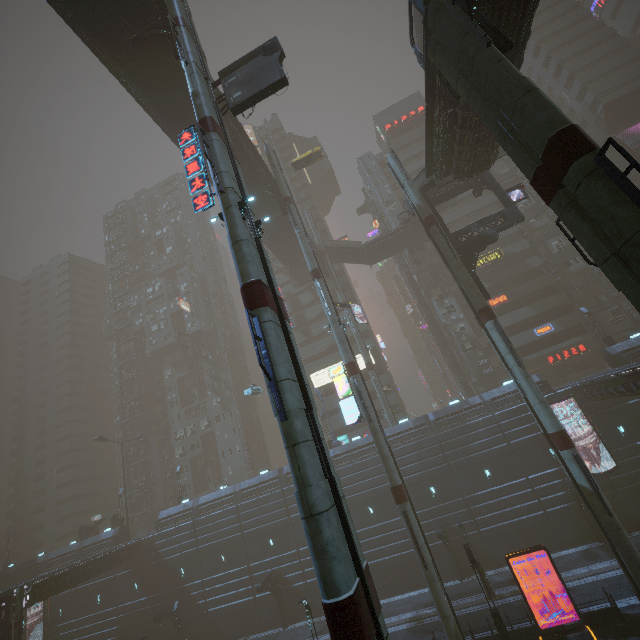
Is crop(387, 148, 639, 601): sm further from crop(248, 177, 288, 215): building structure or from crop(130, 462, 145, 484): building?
crop(130, 462, 145, 484): building

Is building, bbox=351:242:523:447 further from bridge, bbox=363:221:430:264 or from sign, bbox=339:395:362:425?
bridge, bbox=363:221:430:264

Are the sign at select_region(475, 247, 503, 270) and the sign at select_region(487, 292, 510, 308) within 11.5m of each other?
yes

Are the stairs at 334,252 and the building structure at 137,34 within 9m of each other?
no

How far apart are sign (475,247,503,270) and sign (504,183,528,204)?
20.0m

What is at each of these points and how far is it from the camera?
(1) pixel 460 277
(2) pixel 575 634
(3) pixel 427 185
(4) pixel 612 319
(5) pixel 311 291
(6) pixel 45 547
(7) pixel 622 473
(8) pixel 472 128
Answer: (1) sm, 24.6 meters
(2) sign, 17.0 meters
(3) stairs, 26.7 meters
(4) building, 42.7 meters
(5) building, 55.8 meters
(6) building, 59.9 meters
(7) building, 28.0 meters
(8) building, 19.8 meters

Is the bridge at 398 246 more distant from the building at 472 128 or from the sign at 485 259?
the sign at 485 259

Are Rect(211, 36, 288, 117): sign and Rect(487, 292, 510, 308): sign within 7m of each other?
no
